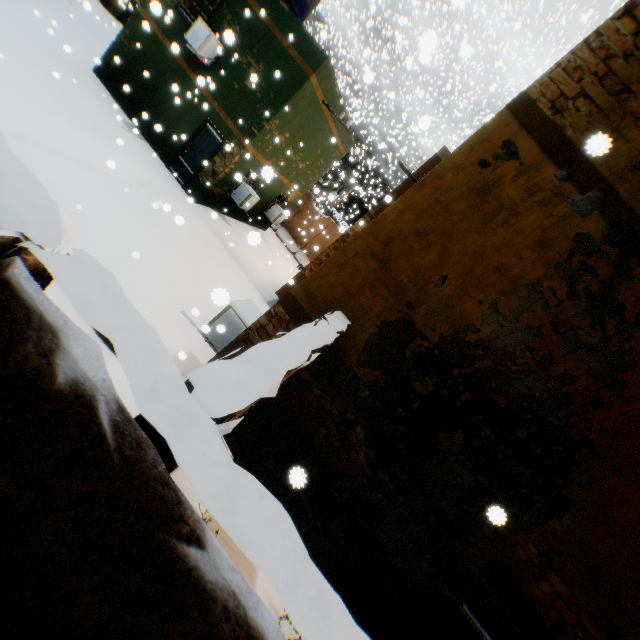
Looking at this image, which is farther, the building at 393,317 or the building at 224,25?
the building at 224,25

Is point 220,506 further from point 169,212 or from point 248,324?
point 169,212

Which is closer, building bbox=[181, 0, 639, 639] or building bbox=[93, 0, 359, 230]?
building bbox=[181, 0, 639, 639]
